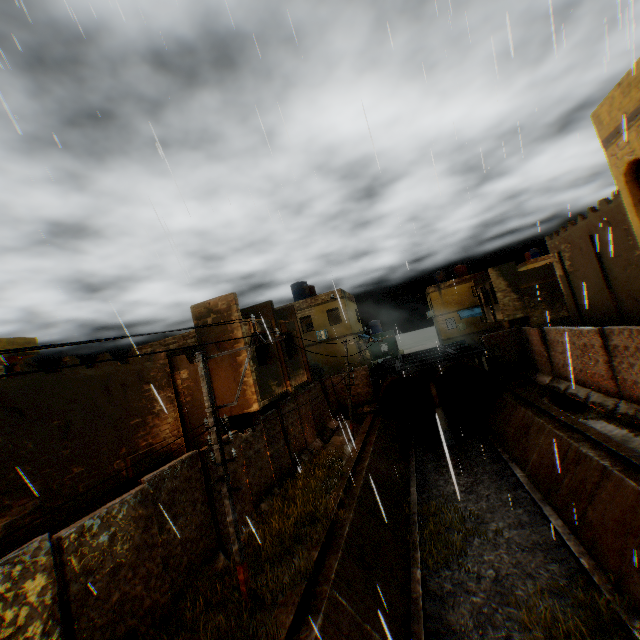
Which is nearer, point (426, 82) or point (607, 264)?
point (426, 82)

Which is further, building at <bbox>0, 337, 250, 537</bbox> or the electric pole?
the electric pole

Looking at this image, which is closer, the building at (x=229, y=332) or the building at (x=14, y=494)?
the building at (x=14, y=494)

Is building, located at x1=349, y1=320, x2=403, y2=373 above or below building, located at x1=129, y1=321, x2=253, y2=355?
below

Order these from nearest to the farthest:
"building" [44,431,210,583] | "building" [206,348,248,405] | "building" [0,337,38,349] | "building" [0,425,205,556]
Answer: "building" [0,425,205,556], "building" [44,431,210,583], "building" [206,348,248,405], "building" [0,337,38,349]

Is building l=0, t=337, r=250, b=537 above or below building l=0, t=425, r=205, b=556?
above
